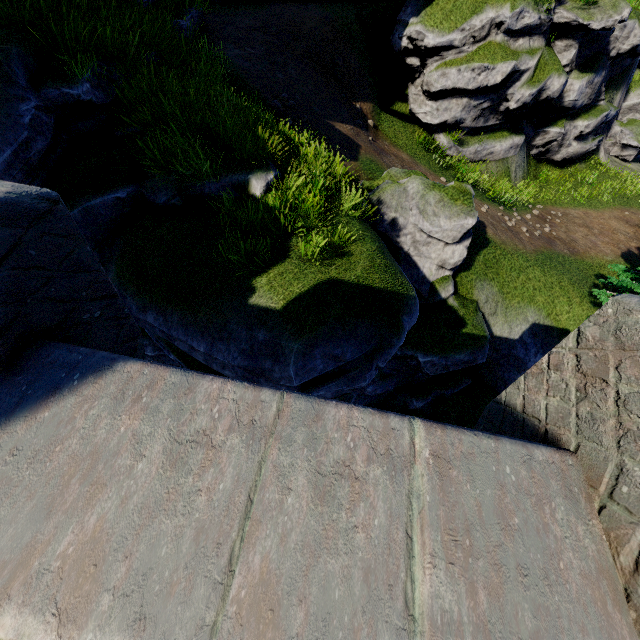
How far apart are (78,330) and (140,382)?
0.7m
